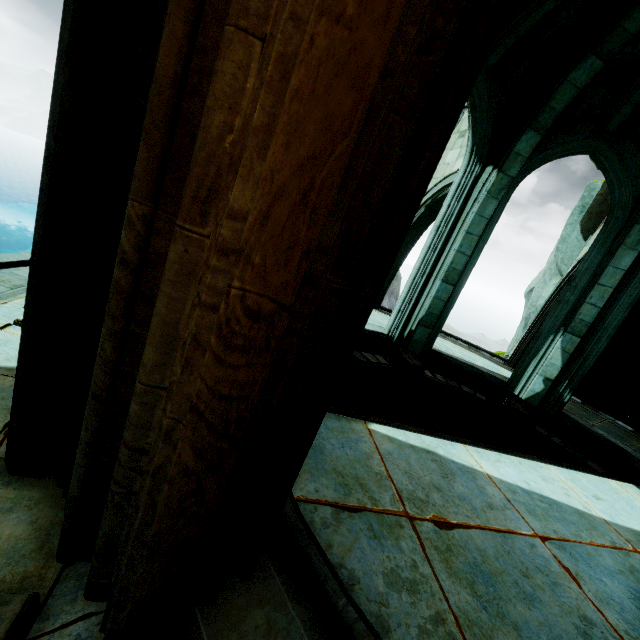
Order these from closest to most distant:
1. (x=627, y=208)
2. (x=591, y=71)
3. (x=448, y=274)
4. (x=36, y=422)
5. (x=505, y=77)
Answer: (x=36, y=422) → (x=591, y=71) → (x=505, y=77) → (x=627, y=208) → (x=448, y=274)

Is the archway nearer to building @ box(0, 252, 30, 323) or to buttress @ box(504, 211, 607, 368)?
building @ box(0, 252, 30, 323)

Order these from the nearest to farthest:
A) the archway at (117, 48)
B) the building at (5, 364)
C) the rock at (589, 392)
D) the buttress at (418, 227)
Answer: the archway at (117, 48) → the building at (5, 364) → the buttress at (418, 227) → the rock at (589, 392)

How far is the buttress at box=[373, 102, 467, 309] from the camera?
8.55m

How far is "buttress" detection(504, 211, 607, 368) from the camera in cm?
922

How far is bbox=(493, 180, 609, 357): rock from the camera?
9.7 meters

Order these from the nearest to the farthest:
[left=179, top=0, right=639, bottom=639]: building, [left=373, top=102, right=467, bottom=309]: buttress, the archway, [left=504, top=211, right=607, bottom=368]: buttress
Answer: the archway < [left=179, top=0, right=639, bottom=639]: building < [left=373, top=102, right=467, bottom=309]: buttress < [left=504, top=211, right=607, bottom=368]: buttress

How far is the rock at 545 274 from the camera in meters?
9.7 m
